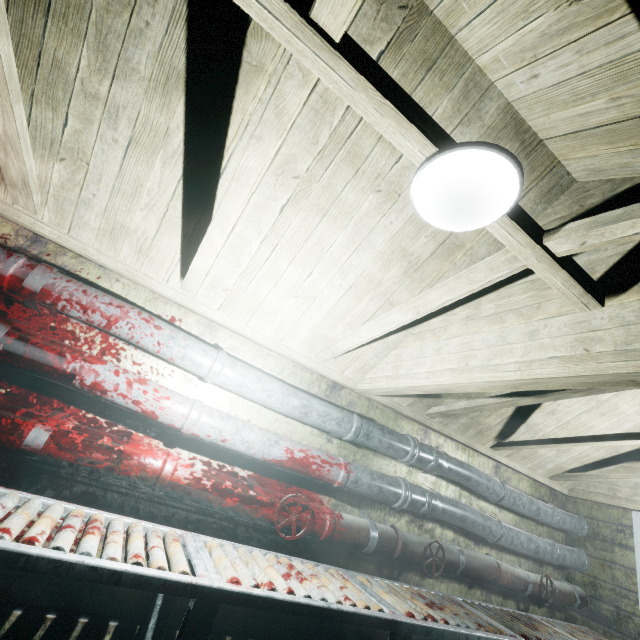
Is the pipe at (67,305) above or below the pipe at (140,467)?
above

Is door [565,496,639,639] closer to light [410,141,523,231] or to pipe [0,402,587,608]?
pipe [0,402,587,608]

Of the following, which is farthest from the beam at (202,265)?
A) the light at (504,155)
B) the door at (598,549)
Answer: the door at (598,549)

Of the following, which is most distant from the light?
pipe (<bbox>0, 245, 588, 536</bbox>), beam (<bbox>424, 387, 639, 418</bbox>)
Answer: pipe (<bbox>0, 245, 588, 536</bbox>)

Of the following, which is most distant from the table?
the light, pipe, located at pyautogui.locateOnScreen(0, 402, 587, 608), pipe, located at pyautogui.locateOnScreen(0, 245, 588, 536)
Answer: the light

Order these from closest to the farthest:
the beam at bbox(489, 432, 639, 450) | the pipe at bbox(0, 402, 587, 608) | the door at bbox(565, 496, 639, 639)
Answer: Result: the pipe at bbox(0, 402, 587, 608), the beam at bbox(489, 432, 639, 450), the door at bbox(565, 496, 639, 639)

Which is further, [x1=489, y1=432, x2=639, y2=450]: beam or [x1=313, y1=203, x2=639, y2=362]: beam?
[x1=489, y1=432, x2=639, y2=450]: beam

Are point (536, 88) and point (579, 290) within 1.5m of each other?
yes
